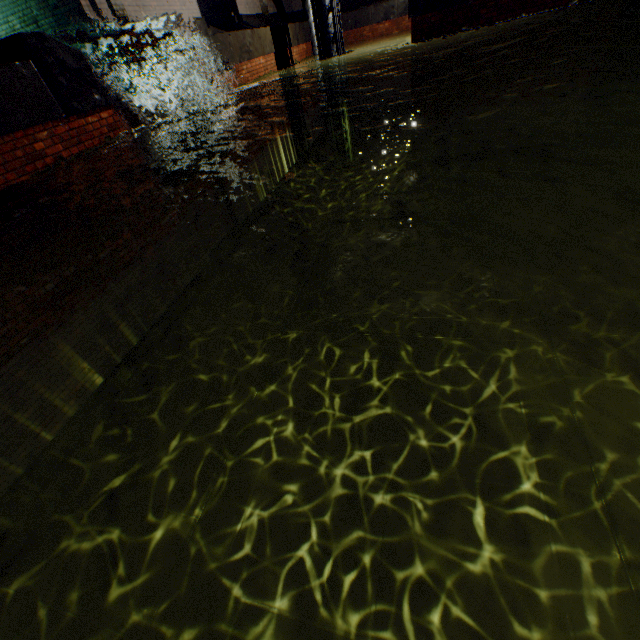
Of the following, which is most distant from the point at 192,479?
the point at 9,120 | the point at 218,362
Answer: the point at 9,120
